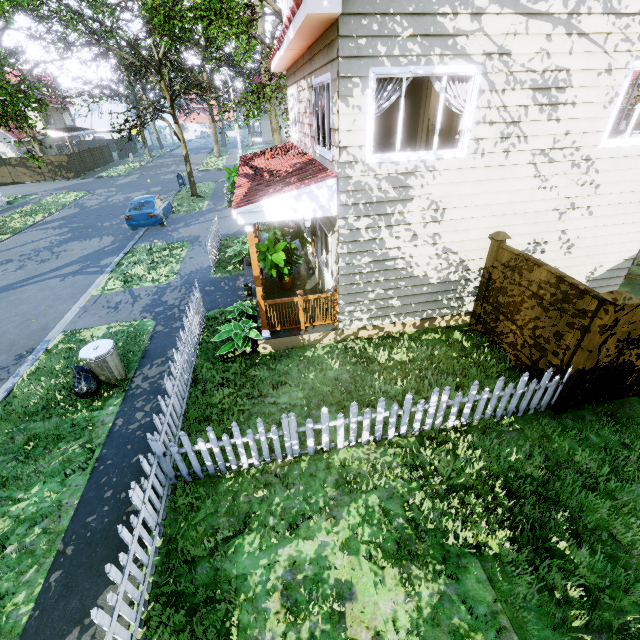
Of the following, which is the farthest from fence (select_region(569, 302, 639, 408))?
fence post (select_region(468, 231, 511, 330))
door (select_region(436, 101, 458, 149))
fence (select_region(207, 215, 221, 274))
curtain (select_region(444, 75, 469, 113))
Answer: door (select_region(436, 101, 458, 149))

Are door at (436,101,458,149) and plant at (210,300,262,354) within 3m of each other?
no

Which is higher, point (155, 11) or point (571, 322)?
point (155, 11)

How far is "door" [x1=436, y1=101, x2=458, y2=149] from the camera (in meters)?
9.73

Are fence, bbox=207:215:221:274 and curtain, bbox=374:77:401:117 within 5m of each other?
no

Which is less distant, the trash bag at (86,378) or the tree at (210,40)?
the trash bag at (86,378)

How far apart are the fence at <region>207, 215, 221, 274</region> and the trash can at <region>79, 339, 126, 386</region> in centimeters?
519cm

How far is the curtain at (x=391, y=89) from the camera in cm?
544
